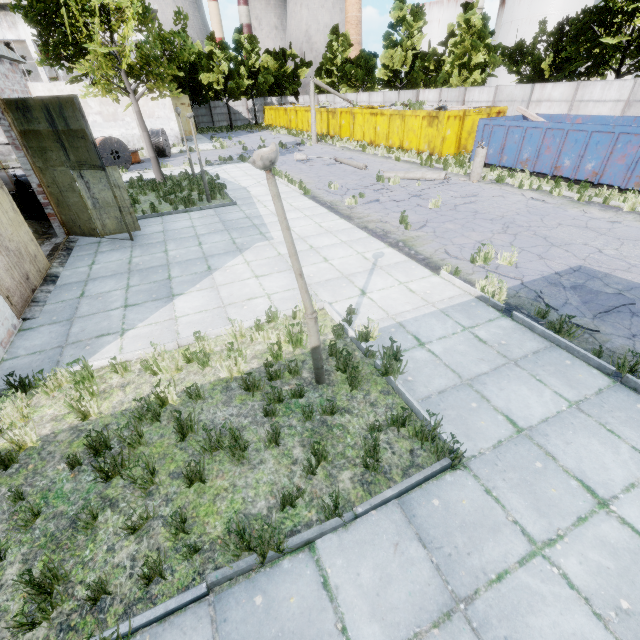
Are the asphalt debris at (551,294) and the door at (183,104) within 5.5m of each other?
no

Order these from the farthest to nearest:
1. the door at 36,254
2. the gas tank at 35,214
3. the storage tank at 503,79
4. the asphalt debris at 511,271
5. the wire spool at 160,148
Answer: the storage tank at 503,79, the wire spool at 160,148, the gas tank at 35,214, the asphalt debris at 511,271, the door at 36,254

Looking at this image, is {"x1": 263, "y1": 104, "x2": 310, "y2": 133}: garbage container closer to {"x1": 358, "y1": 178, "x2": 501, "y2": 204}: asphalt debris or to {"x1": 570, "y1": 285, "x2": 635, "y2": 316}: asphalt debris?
{"x1": 358, "y1": 178, "x2": 501, "y2": 204}: asphalt debris

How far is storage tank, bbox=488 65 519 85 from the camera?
50.03m

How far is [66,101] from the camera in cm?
825

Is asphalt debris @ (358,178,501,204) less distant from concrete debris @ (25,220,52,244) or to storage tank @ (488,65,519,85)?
concrete debris @ (25,220,52,244)

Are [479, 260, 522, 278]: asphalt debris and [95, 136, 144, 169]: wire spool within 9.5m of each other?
no

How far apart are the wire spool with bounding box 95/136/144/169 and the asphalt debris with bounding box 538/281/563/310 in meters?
24.4
